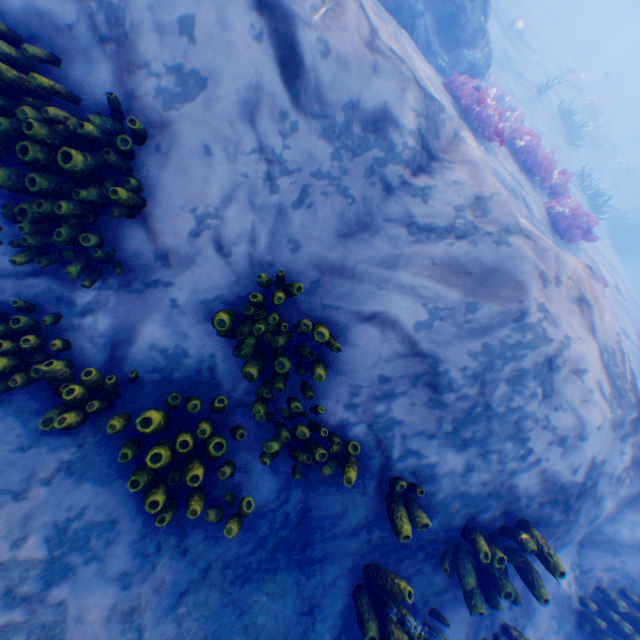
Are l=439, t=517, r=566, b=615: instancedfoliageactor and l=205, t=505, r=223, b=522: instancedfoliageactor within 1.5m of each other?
no

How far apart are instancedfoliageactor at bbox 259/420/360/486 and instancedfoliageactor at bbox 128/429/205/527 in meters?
0.2

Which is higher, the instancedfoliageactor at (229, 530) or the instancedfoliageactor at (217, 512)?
the instancedfoliageactor at (229, 530)

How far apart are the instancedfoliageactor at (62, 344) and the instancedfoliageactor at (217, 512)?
0.20m

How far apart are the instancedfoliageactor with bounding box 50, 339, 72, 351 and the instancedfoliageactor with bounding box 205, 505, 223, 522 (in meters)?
0.20

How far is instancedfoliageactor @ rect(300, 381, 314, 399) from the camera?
3.54m

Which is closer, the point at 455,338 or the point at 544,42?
the point at 455,338
